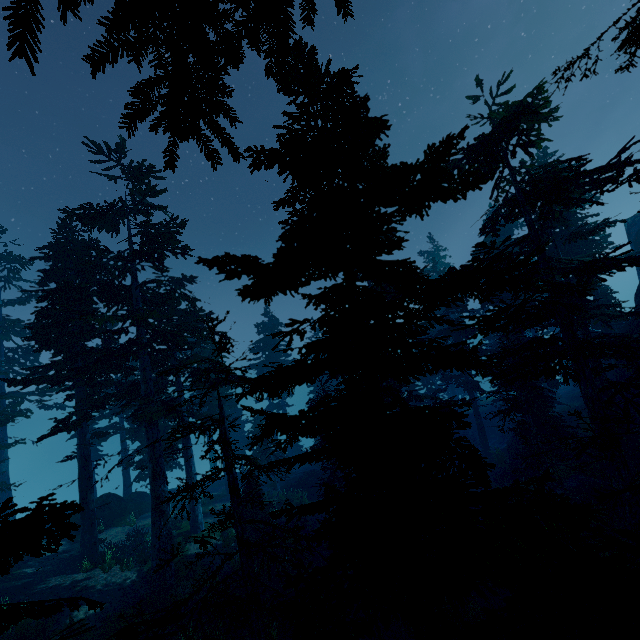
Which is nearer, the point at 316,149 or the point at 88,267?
the point at 316,149

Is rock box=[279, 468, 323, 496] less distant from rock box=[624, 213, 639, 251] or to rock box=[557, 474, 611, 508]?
rock box=[557, 474, 611, 508]

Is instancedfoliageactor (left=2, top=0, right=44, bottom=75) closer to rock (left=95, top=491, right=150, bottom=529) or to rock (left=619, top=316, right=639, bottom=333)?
rock (left=619, top=316, right=639, bottom=333)

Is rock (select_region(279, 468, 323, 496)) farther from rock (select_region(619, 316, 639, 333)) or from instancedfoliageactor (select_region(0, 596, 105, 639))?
rock (select_region(619, 316, 639, 333))

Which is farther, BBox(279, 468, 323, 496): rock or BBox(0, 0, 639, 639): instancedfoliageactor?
BBox(279, 468, 323, 496): rock

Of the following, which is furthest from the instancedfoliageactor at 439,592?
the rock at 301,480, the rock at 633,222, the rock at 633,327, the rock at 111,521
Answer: the rock at 633,222

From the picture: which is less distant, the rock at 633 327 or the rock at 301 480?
the rock at 633 327
